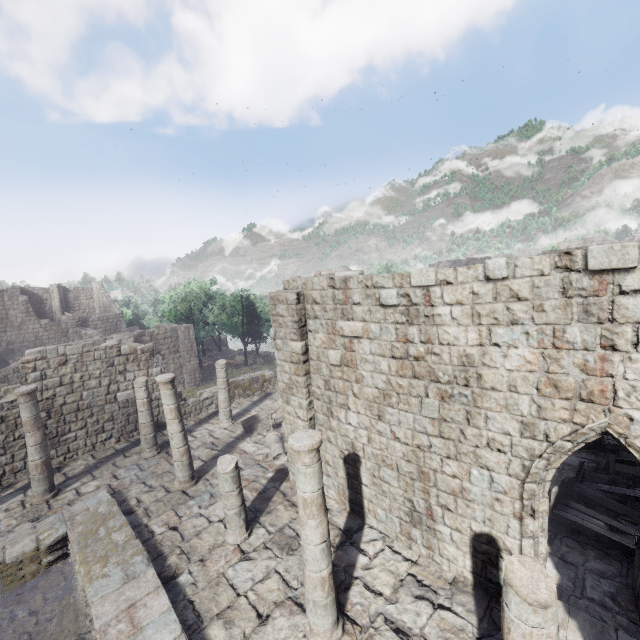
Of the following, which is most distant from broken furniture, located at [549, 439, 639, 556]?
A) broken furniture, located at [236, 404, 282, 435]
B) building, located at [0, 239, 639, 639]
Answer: broken furniture, located at [236, 404, 282, 435]

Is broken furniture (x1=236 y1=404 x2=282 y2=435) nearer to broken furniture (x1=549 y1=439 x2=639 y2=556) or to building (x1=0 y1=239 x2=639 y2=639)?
building (x1=0 y1=239 x2=639 y2=639)

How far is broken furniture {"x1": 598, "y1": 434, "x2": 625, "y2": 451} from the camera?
10.8 meters

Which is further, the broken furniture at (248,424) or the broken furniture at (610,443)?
the broken furniture at (248,424)

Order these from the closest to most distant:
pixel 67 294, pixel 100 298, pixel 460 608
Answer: pixel 460 608, pixel 67 294, pixel 100 298

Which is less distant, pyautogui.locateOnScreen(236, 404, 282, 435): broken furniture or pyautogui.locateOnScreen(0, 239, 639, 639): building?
pyautogui.locateOnScreen(0, 239, 639, 639): building

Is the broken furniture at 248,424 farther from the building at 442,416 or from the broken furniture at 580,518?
the broken furniture at 580,518
